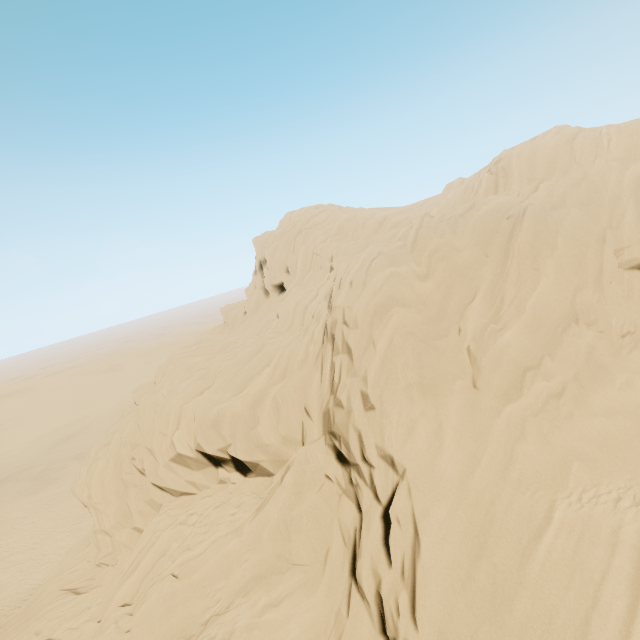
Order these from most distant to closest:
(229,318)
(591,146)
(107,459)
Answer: (229,318) → (107,459) → (591,146)
